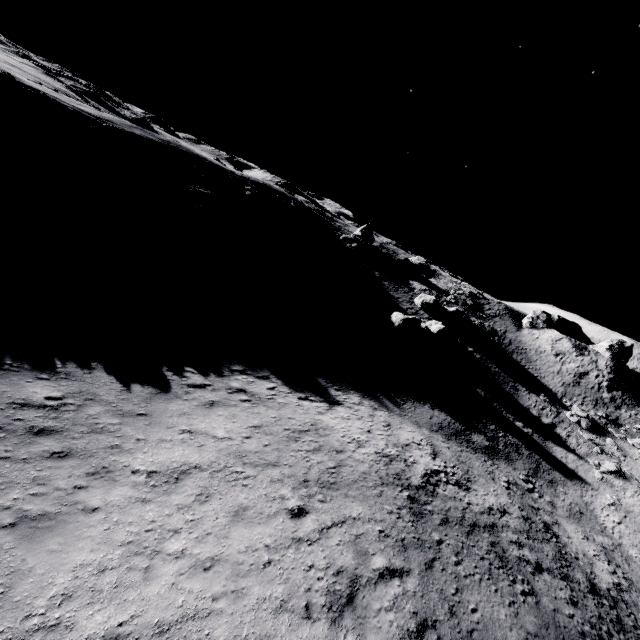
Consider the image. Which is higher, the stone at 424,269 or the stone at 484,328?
the stone at 424,269

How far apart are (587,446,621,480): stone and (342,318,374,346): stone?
22.0m

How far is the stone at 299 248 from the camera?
35.3m

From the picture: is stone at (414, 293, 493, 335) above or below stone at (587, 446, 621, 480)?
above

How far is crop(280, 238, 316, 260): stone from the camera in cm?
3531

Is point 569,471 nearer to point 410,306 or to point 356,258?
point 410,306

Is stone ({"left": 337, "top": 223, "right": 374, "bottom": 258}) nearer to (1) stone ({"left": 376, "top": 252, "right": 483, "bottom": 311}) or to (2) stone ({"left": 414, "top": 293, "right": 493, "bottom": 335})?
(1) stone ({"left": 376, "top": 252, "right": 483, "bottom": 311})

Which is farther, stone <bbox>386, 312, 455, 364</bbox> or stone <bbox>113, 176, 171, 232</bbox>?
stone <bbox>386, 312, 455, 364</bbox>
